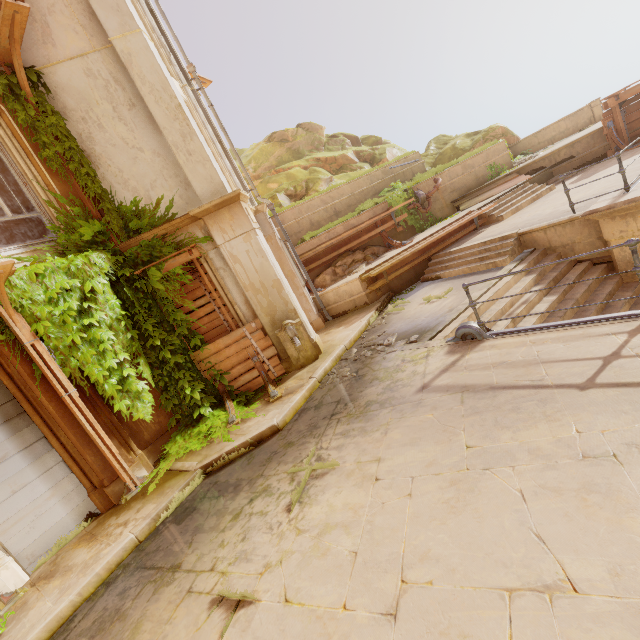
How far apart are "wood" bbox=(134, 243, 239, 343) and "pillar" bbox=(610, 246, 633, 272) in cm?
826

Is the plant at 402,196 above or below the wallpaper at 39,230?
below

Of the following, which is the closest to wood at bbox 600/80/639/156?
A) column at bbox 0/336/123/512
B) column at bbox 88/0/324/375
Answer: column at bbox 88/0/324/375

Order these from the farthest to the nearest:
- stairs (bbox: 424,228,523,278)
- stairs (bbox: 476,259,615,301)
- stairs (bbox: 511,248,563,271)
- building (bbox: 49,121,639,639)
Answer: stairs (bbox: 424,228,523,278) → stairs (bbox: 511,248,563,271) → stairs (bbox: 476,259,615,301) → building (bbox: 49,121,639,639)

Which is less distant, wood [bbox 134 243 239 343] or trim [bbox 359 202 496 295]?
wood [bbox 134 243 239 343]

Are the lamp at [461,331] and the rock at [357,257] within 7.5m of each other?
yes

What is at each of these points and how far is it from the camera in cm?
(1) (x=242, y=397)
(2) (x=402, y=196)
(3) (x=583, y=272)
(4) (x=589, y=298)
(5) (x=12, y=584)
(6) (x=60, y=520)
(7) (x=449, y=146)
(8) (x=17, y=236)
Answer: (1) plant, 777
(2) plant, 1388
(3) stairs, 762
(4) stairs, 700
(5) column, 491
(6) shutter, 560
(7) rock, 2030
(8) pillar, 1114

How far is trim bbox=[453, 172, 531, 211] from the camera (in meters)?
13.51
